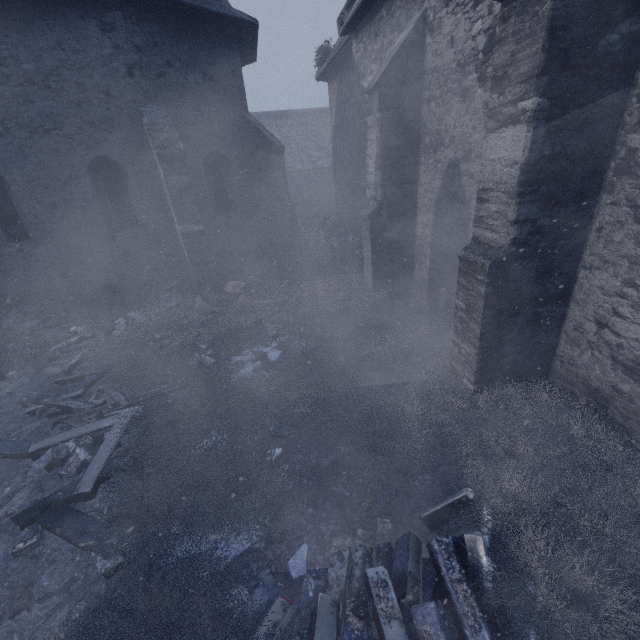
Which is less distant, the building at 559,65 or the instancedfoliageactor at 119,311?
the instancedfoliageactor at 119,311

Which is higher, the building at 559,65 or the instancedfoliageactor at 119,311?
the building at 559,65

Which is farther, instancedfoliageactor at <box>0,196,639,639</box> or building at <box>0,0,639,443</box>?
building at <box>0,0,639,443</box>

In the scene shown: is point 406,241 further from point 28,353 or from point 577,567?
point 28,353

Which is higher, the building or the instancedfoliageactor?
the building
